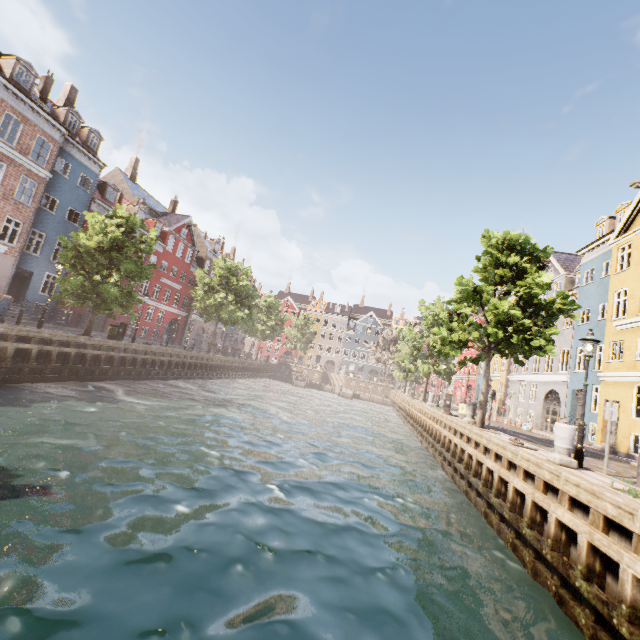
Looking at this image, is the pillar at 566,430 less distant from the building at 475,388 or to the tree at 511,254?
the tree at 511,254

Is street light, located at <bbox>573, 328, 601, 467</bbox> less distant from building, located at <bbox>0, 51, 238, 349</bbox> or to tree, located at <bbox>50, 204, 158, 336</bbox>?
tree, located at <bbox>50, 204, 158, 336</bbox>

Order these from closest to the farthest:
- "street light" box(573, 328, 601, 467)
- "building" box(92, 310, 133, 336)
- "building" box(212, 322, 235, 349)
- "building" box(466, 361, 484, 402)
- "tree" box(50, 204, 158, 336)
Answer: "street light" box(573, 328, 601, 467)
"tree" box(50, 204, 158, 336)
"building" box(92, 310, 133, 336)
"building" box(466, 361, 484, 402)
"building" box(212, 322, 235, 349)

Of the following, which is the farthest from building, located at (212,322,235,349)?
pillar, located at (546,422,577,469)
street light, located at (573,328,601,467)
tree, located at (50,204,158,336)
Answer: street light, located at (573,328,601,467)

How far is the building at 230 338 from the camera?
52.4m

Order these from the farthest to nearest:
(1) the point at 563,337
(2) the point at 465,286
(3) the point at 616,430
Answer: (1) the point at 563,337, (3) the point at 616,430, (2) the point at 465,286
